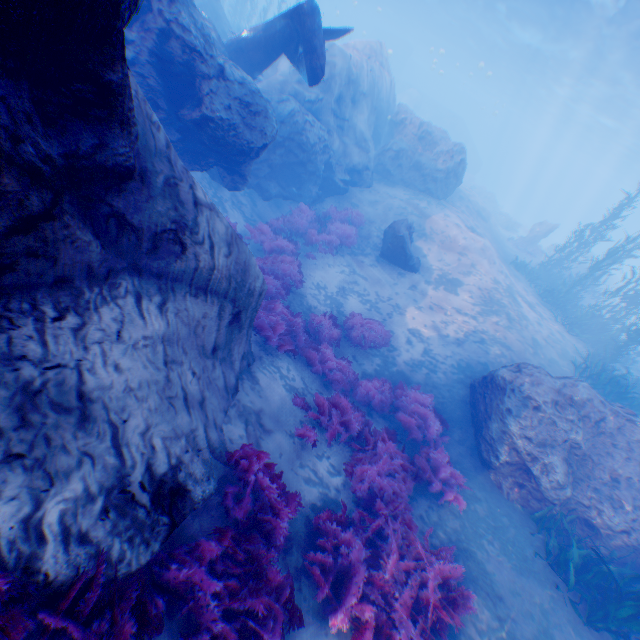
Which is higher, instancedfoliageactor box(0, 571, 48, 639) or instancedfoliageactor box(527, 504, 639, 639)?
instancedfoliageactor box(0, 571, 48, 639)

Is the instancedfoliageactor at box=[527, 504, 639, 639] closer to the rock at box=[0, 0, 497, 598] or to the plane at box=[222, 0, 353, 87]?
the rock at box=[0, 0, 497, 598]

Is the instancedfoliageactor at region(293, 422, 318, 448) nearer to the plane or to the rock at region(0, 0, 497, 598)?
the rock at region(0, 0, 497, 598)

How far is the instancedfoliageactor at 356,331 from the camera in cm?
1000

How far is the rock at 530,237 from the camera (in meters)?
24.72

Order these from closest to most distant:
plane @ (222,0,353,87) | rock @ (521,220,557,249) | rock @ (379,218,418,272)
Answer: plane @ (222,0,353,87) → rock @ (379,218,418,272) → rock @ (521,220,557,249)

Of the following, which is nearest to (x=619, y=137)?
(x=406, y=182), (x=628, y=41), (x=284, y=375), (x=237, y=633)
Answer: (x=628, y=41)

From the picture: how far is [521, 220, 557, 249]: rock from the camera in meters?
24.7
